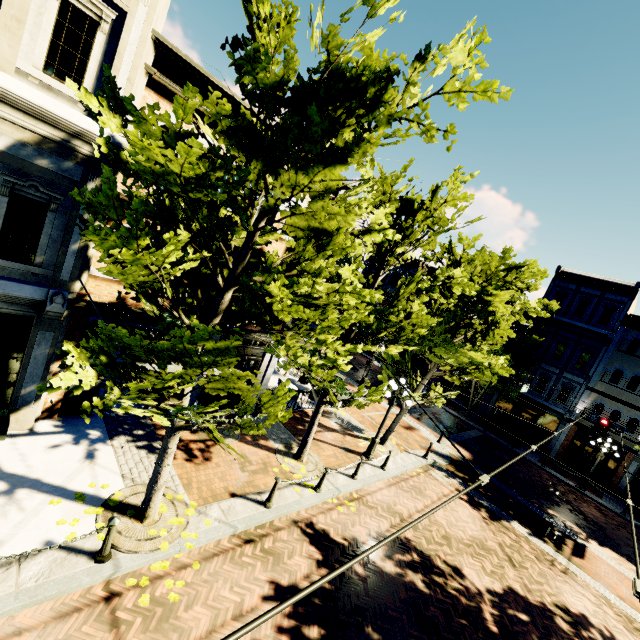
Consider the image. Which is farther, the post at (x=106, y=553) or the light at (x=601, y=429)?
the light at (x=601, y=429)

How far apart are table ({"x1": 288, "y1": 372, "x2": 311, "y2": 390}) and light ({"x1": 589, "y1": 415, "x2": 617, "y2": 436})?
14.58m

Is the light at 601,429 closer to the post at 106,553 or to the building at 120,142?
the building at 120,142

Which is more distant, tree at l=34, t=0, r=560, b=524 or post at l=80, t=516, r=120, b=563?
post at l=80, t=516, r=120, b=563

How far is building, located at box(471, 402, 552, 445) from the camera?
25.8m

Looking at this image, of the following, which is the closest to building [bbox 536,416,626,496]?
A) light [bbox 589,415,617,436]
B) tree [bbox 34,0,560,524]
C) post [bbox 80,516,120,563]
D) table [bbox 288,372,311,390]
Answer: tree [bbox 34,0,560,524]

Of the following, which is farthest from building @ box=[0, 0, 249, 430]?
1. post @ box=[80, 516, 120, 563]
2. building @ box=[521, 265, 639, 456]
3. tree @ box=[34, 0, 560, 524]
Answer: building @ box=[521, 265, 639, 456]

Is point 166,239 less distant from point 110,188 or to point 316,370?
point 110,188
